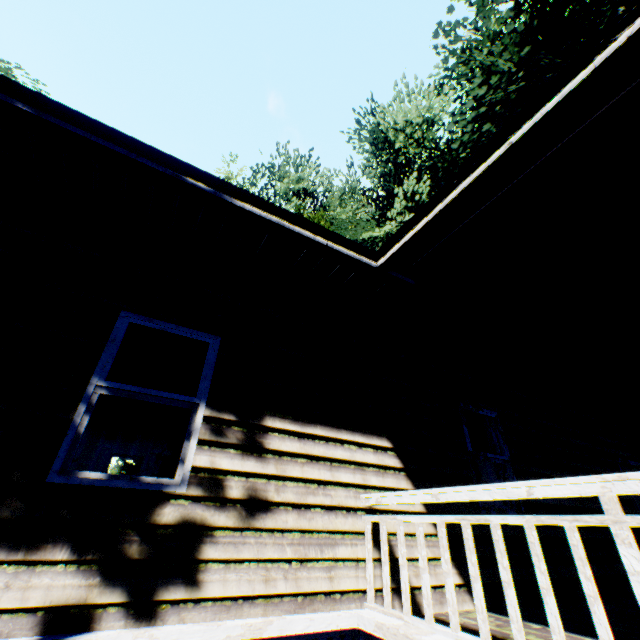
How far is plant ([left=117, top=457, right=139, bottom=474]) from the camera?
34.97m

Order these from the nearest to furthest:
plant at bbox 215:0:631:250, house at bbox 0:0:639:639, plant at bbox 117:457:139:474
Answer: house at bbox 0:0:639:639
plant at bbox 215:0:631:250
plant at bbox 117:457:139:474

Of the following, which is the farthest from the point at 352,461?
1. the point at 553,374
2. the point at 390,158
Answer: the point at 390,158

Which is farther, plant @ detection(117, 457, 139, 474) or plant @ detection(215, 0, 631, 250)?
plant @ detection(117, 457, 139, 474)

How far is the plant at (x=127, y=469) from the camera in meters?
35.0 m

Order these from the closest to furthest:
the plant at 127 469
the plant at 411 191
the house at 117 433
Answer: the house at 117 433 < the plant at 411 191 < the plant at 127 469

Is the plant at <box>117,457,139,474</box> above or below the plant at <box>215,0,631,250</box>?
below

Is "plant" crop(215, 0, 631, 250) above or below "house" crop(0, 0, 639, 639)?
above
